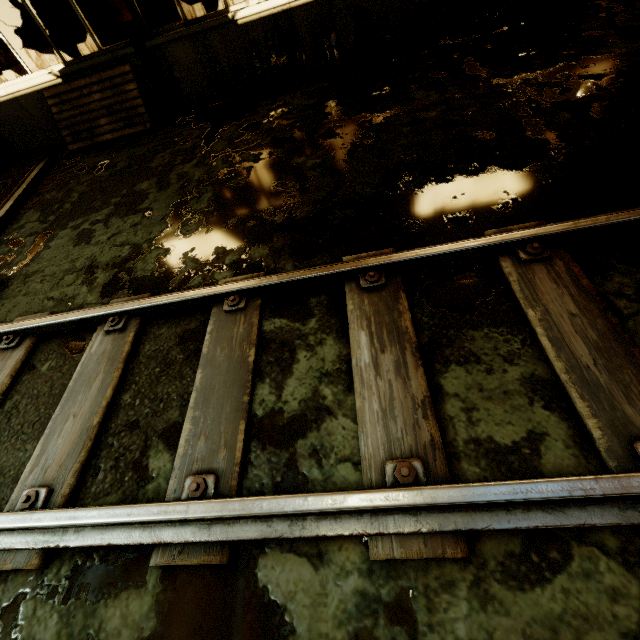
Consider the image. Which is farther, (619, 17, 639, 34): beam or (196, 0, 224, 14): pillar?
(196, 0, 224, 14): pillar

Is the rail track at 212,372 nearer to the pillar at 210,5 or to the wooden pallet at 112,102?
the wooden pallet at 112,102

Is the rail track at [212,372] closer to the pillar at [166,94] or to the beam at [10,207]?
A: the beam at [10,207]

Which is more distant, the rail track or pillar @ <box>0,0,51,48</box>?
pillar @ <box>0,0,51,48</box>

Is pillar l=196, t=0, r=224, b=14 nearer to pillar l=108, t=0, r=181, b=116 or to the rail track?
pillar l=108, t=0, r=181, b=116

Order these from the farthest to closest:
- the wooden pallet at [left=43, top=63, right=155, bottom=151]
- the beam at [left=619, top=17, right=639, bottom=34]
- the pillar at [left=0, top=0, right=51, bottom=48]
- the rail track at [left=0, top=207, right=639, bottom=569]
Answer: the pillar at [left=0, top=0, right=51, bottom=48] < the wooden pallet at [left=43, top=63, right=155, bottom=151] < the beam at [left=619, top=17, right=639, bottom=34] < the rail track at [left=0, top=207, right=639, bottom=569]

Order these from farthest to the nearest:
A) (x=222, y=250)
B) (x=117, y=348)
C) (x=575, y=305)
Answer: (x=222, y=250) → (x=117, y=348) → (x=575, y=305)

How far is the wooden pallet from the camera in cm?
526
